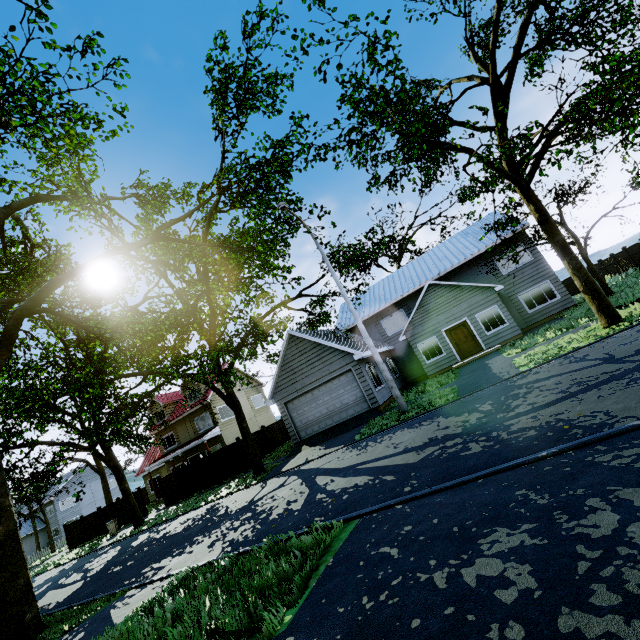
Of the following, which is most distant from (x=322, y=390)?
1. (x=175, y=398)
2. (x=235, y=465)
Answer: (x=175, y=398)

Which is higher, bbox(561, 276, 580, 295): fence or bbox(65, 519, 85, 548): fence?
bbox(561, 276, 580, 295): fence

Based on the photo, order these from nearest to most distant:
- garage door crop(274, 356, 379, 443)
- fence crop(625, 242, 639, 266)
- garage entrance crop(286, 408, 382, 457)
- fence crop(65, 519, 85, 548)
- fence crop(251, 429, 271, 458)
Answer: garage entrance crop(286, 408, 382, 457)
garage door crop(274, 356, 379, 443)
fence crop(625, 242, 639, 266)
fence crop(251, 429, 271, 458)
fence crop(65, 519, 85, 548)

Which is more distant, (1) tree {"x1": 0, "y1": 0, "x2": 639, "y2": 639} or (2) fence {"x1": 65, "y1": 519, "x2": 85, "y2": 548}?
(2) fence {"x1": 65, "y1": 519, "x2": 85, "y2": 548}

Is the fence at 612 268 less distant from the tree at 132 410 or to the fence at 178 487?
the tree at 132 410

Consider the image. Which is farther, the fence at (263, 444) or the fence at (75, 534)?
the fence at (75, 534)

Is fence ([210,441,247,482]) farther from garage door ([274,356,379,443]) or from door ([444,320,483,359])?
door ([444,320,483,359])

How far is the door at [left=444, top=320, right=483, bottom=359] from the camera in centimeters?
1991cm
